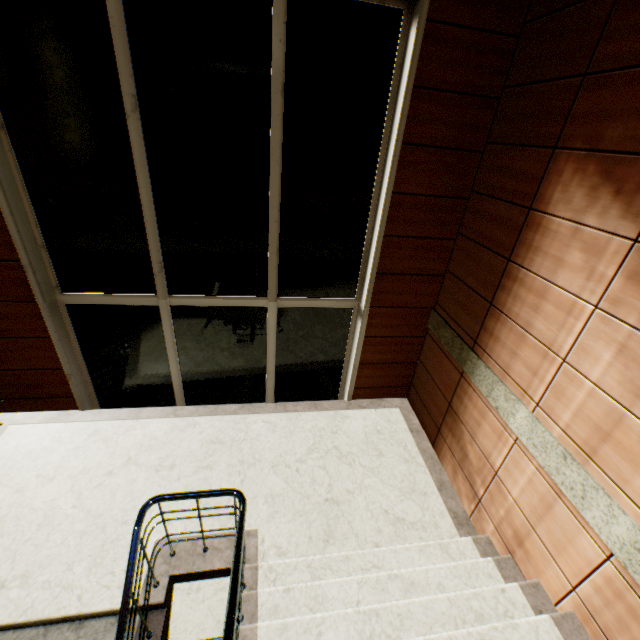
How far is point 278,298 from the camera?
4.36m
